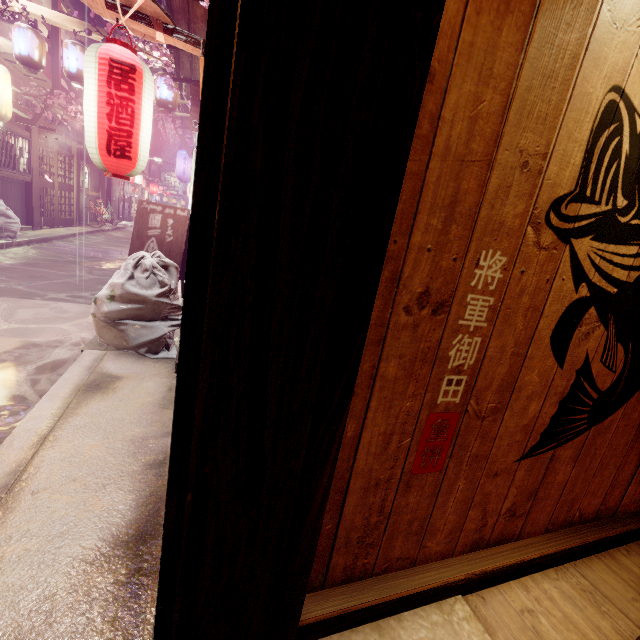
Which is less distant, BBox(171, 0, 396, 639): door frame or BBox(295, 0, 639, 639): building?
BBox(171, 0, 396, 639): door frame

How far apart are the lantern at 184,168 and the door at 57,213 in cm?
716

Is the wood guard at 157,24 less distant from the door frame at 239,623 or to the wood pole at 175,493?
the wood pole at 175,493

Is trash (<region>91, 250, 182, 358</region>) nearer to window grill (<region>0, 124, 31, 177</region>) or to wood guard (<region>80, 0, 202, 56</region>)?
wood guard (<region>80, 0, 202, 56</region>)

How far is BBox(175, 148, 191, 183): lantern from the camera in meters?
22.2

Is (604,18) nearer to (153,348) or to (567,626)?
(567,626)

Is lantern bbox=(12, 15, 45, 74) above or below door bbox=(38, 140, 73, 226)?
above

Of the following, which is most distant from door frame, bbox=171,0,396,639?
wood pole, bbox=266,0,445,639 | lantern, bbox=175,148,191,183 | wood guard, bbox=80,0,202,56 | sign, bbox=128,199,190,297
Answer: lantern, bbox=175,148,191,183
